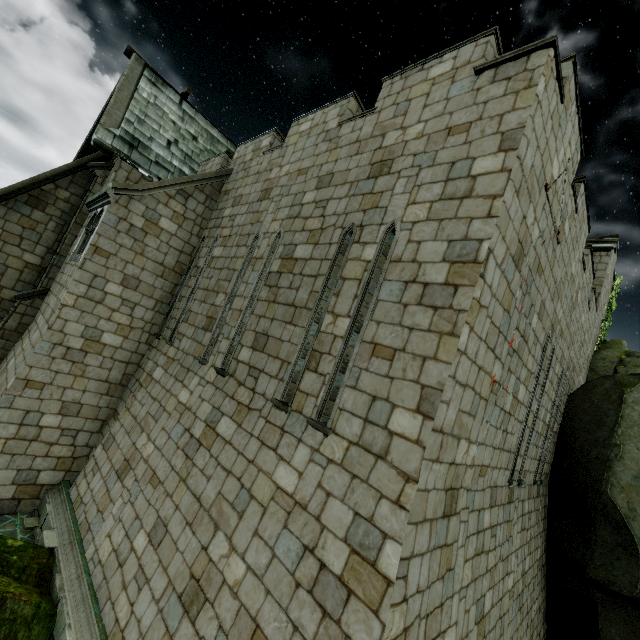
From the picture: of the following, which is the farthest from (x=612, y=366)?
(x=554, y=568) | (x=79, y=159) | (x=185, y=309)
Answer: (x=79, y=159)

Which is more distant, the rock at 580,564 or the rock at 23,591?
the rock at 580,564

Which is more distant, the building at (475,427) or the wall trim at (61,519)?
the wall trim at (61,519)

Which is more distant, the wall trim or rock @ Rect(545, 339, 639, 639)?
rock @ Rect(545, 339, 639, 639)

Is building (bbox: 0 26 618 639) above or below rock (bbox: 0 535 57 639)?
above

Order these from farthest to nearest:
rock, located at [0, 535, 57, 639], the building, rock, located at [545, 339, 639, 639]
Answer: rock, located at [545, 339, 639, 639]
rock, located at [0, 535, 57, 639]
the building

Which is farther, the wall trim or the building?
the wall trim

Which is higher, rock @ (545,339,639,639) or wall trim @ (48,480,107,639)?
rock @ (545,339,639,639)
